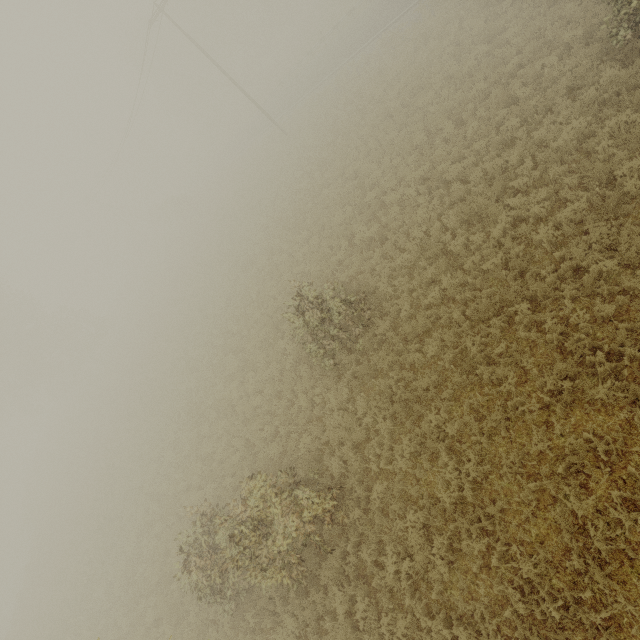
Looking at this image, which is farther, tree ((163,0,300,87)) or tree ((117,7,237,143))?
tree ((117,7,237,143))

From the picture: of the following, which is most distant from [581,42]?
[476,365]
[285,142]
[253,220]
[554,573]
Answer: [285,142]

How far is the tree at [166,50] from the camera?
46.6 meters

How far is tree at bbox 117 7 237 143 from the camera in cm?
4659

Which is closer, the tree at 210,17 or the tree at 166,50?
the tree at 210,17
